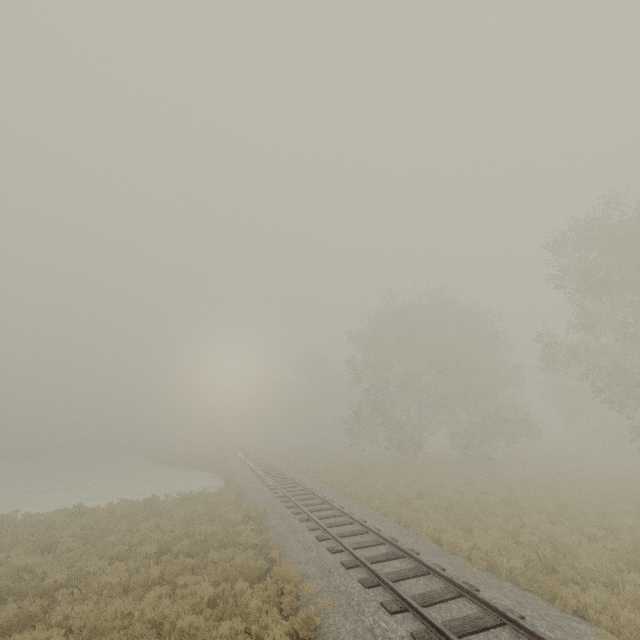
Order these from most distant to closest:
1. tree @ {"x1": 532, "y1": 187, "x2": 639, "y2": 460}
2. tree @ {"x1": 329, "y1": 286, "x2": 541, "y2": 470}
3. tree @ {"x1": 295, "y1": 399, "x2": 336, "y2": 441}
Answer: tree @ {"x1": 295, "y1": 399, "x2": 336, "y2": 441}, tree @ {"x1": 329, "y1": 286, "x2": 541, "y2": 470}, tree @ {"x1": 532, "y1": 187, "x2": 639, "y2": 460}

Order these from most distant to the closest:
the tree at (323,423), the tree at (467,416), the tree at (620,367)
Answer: the tree at (323,423)
the tree at (467,416)
the tree at (620,367)

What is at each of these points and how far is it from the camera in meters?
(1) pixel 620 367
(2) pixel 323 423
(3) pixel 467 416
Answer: (1) tree, 18.8 m
(2) tree, 56.3 m
(3) tree, 43.9 m

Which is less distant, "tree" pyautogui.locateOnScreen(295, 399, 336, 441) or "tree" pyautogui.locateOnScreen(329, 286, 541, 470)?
"tree" pyautogui.locateOnScreen(329, 286, 541, 470)

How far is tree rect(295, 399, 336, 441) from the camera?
56.0 meters

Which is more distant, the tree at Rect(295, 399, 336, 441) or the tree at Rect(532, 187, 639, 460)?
the tree at Rect(295, 399, 336, 441)

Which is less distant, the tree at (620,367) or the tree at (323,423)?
the tree at (620,367)
